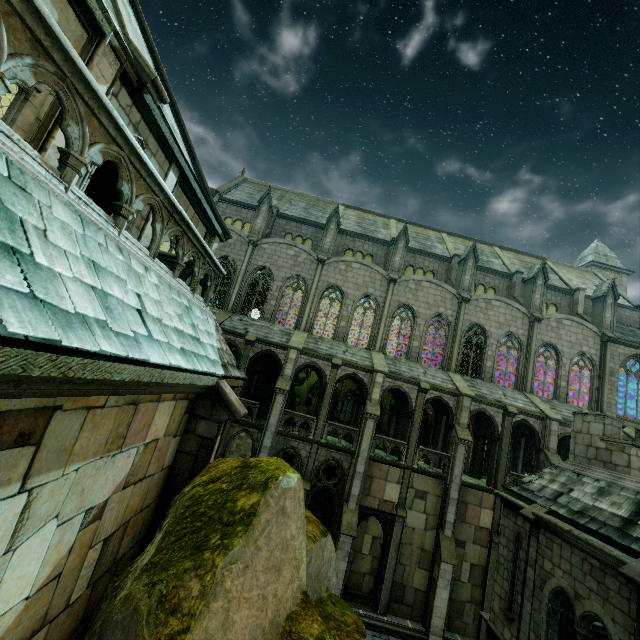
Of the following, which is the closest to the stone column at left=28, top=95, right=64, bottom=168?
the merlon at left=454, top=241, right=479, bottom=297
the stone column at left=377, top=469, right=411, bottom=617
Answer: the stone column at left=377, top=469, right=411, bottom=617

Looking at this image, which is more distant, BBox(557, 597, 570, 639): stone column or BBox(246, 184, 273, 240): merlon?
BBox(246, 184, 273, 240): merlon

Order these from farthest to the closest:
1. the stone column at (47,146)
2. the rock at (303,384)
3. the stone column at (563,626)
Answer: the rock at (303,384), the stone column at (563,626), the stone column at (47,146)

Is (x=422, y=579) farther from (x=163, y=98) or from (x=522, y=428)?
(x=163, y=98)

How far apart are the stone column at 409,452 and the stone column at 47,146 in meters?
20.2

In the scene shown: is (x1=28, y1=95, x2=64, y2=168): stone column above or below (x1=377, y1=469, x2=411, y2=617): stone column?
above

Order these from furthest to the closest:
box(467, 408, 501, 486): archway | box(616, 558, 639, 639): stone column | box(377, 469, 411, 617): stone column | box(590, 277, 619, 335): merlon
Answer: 1. box(590, 277, 619, 335): merlon
2. box(467, 408, 501, 486): archway
3. box(377, 469, 411, 617): stone column
4. box(616, 558, 639, 639): stone column

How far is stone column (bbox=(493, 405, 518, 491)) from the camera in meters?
20.5
